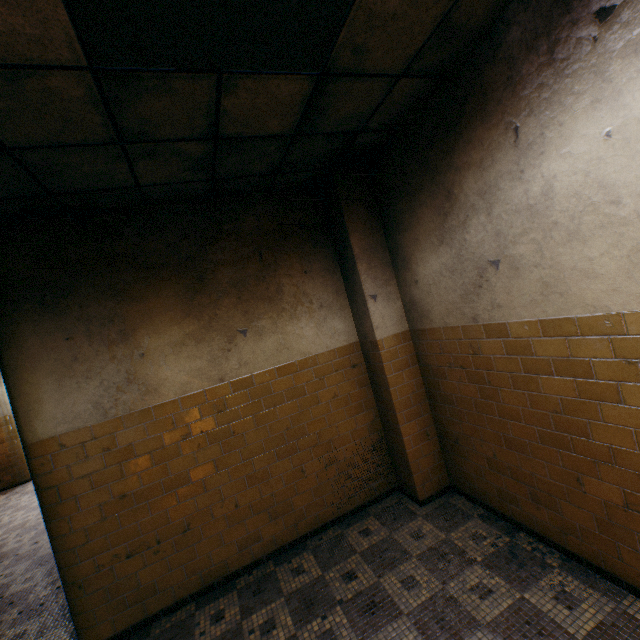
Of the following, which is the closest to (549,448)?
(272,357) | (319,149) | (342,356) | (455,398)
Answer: (455,398)

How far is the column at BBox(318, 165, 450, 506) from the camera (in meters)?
3.66

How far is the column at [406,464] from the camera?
3.66m
